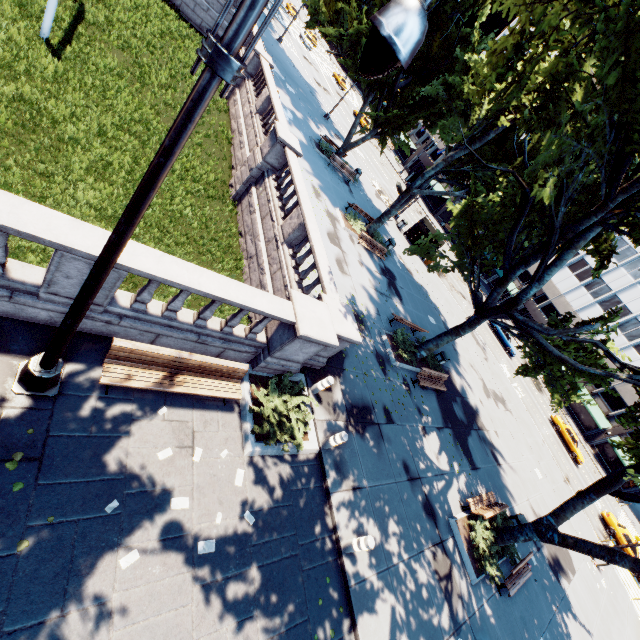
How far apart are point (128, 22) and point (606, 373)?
28.9 meters

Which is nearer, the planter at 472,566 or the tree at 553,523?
the tree at 553,523

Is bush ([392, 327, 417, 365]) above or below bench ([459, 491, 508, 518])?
below

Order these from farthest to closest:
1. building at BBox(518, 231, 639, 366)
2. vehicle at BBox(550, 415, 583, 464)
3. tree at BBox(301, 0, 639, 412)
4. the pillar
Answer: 1. building at BBox(518, 231, 639, 366)
2. vehicle at BBox(550, 415, 583, 464)
3. tree at BBox(301, 0, 639, 412)
4. the pillar

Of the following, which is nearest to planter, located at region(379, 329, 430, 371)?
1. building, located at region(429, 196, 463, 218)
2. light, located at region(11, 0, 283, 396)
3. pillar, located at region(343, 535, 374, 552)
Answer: pillar, located at region(343, 535, 374, 552)

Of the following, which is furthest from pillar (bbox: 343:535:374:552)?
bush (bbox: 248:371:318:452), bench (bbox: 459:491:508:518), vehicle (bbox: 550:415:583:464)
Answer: vehicle (bbox: 550:415:583:464)

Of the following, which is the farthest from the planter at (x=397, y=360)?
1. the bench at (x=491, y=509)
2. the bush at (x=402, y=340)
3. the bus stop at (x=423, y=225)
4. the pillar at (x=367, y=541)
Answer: the bus stop at (x=423, y=225)

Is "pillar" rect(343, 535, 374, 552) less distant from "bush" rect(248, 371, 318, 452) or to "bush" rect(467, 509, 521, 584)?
"bush" rect(248, 371, 318, 452)
